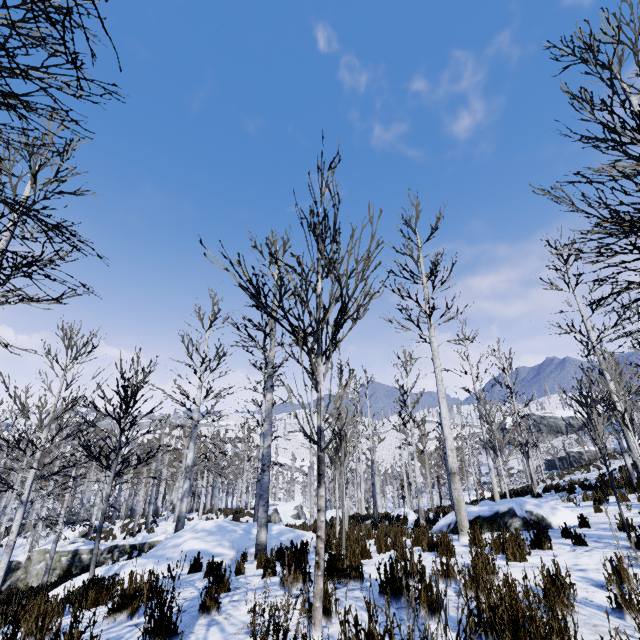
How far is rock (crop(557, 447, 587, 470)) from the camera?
46.3m

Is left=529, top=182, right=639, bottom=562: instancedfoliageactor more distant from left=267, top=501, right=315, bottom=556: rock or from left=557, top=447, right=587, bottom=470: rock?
left=557, top=447, right=587, bottom=470: rock

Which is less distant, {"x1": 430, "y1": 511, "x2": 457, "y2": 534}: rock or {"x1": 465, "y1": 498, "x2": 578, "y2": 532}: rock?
{"x1": 465, "y1": 498, "x2": 578, "y2": 532}: rock

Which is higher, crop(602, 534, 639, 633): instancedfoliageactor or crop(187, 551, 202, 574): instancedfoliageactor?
crop(602, 534, 639, 633): instancedfoliageactor

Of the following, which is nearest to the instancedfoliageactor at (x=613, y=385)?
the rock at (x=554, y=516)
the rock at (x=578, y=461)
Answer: the rock at (x=554, y=516)

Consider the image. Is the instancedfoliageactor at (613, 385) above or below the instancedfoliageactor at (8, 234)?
below

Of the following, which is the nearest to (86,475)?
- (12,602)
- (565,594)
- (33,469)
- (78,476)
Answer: (12,602)

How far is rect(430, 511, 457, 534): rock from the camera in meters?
Result: 8.9 m
